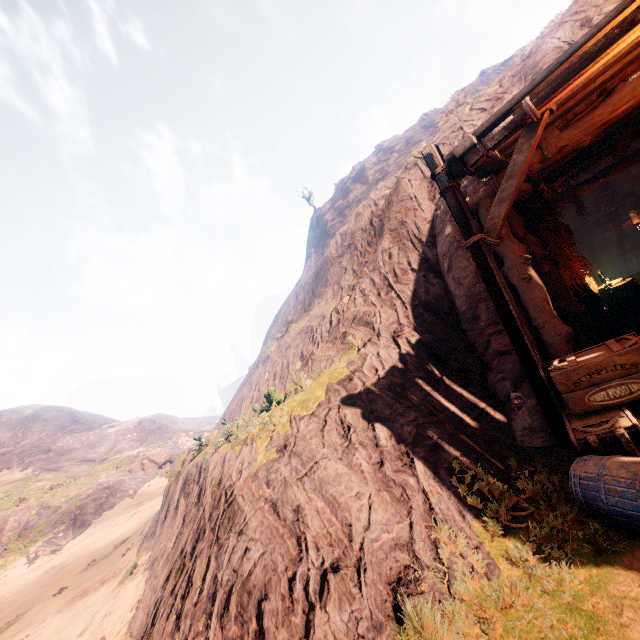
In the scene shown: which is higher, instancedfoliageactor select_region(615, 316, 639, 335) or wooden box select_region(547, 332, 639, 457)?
wooden box select_region(547, 332, 639, 457)

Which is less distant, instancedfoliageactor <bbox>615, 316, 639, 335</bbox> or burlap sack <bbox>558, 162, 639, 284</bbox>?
instancedfoliageactor <bbox>615, 316, 639, 335</bbox>

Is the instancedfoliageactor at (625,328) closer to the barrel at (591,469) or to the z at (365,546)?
the z at (365,546)

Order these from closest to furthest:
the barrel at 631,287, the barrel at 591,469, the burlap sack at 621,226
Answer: the barrel at 591,469
the barrel at 631,287
the burlap sack at 621,226

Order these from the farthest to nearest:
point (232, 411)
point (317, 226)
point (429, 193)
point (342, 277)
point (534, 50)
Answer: point (317, 226) < point (232, 411) < point (342, 277) < point (429, 193) < point (534, 50)

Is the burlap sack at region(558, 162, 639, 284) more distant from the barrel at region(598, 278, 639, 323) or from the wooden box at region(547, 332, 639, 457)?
the wooden box at region(547, 332, 639, 457)

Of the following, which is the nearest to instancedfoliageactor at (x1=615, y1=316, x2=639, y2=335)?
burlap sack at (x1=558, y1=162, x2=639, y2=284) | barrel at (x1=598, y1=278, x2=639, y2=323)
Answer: barrel at (x1=598, y1=278, x2=639, y2=323)

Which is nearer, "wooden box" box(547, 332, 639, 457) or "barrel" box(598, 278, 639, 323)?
"wooden box" box(547, 332, 639, 457)
